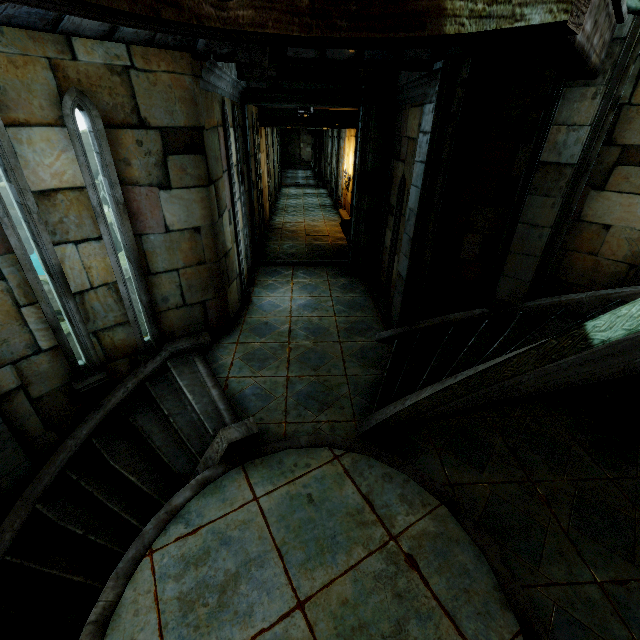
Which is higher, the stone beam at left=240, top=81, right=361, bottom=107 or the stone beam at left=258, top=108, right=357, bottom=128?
the stone beam at left=240, top=81, right=361, bottom=107

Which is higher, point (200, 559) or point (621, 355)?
point (621, 355)

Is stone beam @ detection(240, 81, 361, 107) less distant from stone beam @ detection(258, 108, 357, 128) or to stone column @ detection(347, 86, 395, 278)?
stone column @ detection(347, 86, 395, 278)

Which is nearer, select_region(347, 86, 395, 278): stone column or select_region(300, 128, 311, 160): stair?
select_region(347, 86, 395, 278): stone column

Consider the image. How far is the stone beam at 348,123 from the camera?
10.0 meters

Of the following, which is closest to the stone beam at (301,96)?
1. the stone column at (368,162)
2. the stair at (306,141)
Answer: the stone column at (368,162)

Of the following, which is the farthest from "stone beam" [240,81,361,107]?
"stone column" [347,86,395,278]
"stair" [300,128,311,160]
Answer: "stair" [300,128,311,160]

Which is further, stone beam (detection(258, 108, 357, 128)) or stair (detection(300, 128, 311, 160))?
stair (detection(300, 128, 311, 160))
